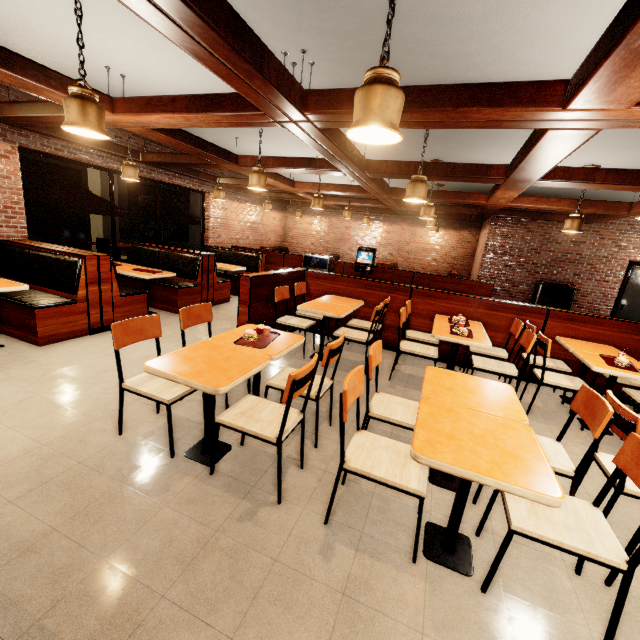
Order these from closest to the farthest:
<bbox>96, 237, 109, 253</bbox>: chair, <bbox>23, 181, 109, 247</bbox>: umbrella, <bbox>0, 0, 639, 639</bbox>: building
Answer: <bbox>0, 0, 639, 639</bbox>: building → <bbox>23, 181, 109, 247</bbox>: umbrella → <bbox>96, 237, 109, 253</bbox>: chair

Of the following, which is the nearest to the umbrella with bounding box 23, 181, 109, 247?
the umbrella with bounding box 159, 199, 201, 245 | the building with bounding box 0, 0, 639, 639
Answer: the building with bounding box 0, 0, 639, 639

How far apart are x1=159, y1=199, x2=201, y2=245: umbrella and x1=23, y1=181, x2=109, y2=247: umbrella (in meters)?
1.09

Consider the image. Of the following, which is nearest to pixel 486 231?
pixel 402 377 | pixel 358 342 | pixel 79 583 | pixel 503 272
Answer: pixel 503 272

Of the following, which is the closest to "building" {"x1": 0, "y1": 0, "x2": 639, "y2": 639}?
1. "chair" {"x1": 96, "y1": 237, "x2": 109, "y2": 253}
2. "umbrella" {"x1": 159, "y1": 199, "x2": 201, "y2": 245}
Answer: "umbrella" {"x1": 159, "y1": 199, "x2": 201, "y2": 245}

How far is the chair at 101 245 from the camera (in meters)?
8.79

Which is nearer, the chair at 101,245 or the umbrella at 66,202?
the umbrella at 66,202

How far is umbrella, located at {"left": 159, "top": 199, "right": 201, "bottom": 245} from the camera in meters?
9.1
